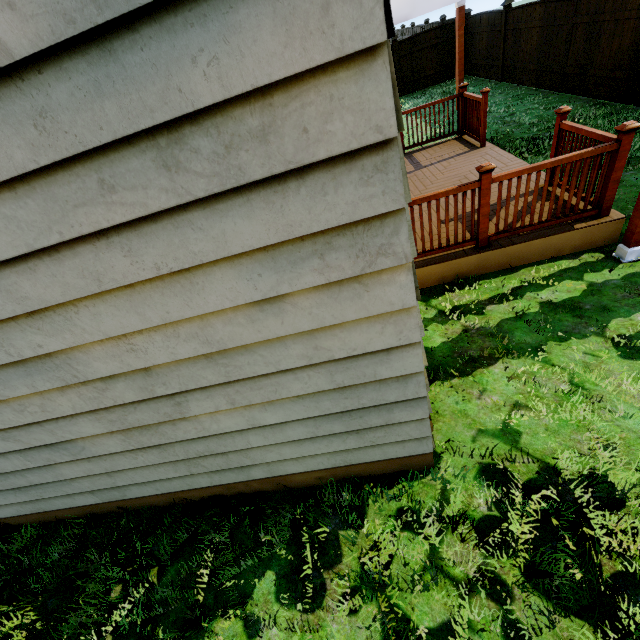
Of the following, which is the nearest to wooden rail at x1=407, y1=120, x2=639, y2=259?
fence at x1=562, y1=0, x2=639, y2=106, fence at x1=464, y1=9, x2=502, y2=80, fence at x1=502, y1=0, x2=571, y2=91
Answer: fence at x1=562, y1=0, x2=639, y2=106

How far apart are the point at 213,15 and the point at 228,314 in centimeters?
107cm

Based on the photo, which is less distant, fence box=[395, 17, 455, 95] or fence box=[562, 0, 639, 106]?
fence box=[562, 0, 639, 106]

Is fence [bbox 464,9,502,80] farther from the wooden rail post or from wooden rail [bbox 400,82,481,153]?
the wooden rail post

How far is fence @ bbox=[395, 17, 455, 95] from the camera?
13.8m

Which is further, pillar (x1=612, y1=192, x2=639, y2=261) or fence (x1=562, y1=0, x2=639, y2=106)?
fence (x1=562, y1=0, x2=639, y2=106)

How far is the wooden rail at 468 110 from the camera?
6.77m

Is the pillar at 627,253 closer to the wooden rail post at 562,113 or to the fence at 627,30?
the wooden rail post at 562,113
